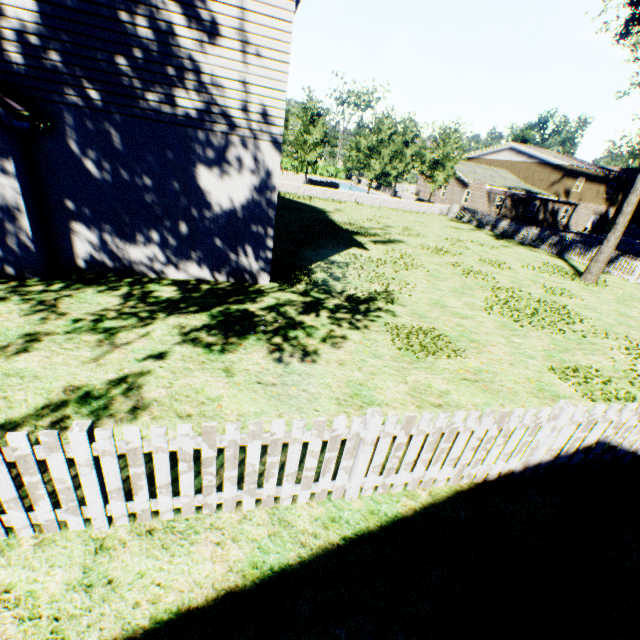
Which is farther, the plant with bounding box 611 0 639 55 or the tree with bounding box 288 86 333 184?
the tree with bounding box 288 86 333 184

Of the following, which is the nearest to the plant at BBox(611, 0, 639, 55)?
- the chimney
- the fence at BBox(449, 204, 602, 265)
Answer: the fence at BBox(449, 204, 602, 265)

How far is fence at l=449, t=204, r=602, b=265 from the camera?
20.2m

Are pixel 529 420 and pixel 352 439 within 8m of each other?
yes

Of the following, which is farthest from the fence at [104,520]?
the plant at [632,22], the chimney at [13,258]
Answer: the chimney at [13,258]

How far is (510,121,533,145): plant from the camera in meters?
57.5

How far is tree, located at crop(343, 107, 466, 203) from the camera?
29.4m

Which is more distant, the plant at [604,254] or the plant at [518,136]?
the plant at [518,136]
